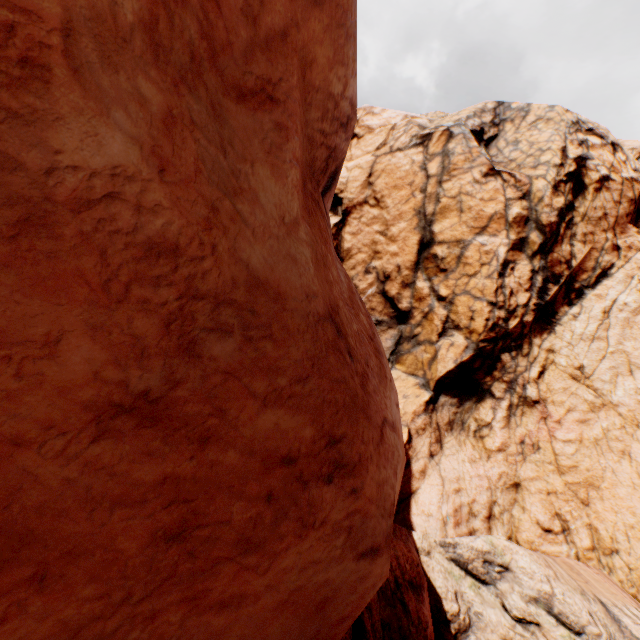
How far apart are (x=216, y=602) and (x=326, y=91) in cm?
363
